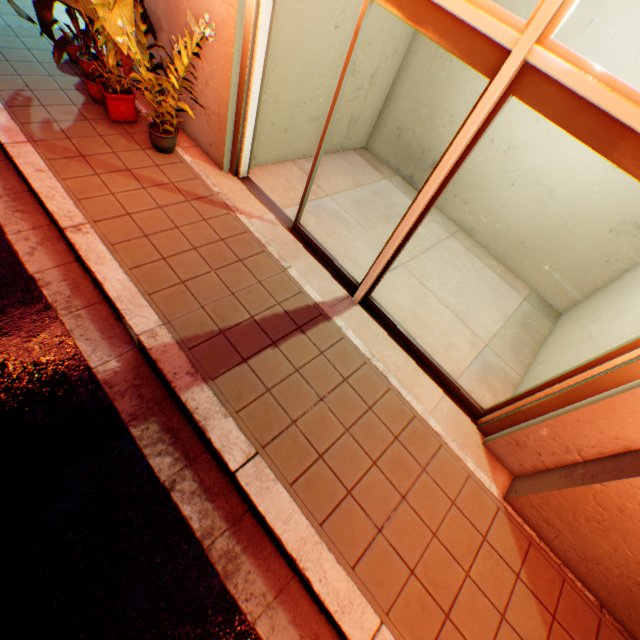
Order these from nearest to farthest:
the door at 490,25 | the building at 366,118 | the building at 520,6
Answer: the door at 490,25 < the building at 520,6 < the building at 366,118

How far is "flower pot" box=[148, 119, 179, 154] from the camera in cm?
390

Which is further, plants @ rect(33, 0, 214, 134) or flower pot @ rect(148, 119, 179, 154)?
flower pot @ rect(148, 119, 179, 154)

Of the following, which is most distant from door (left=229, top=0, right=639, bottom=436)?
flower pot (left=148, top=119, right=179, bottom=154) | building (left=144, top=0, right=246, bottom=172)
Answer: flower pot (left=148, top=119, right=179, bottom=154)

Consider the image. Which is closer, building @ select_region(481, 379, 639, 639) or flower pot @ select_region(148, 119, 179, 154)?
building @ select_region(481, 379, 639, 639)

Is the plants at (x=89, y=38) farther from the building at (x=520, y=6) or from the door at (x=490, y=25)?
the door at (x=490, y=25)

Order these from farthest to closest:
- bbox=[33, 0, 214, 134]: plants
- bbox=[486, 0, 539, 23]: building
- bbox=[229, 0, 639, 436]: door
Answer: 1. bbox=[486, 0, 539, 23]: building
2. bbox=[33, 0, 214, 134]: plants
3. bbox=[229, 0, 639, 436]: door

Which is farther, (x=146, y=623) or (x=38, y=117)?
(x=38, y=117)
